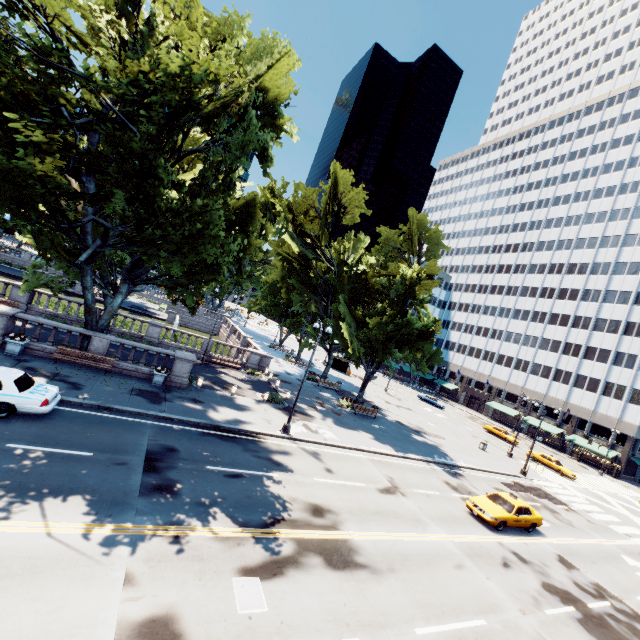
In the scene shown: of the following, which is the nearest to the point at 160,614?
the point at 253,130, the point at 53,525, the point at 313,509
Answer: the point at 53,525

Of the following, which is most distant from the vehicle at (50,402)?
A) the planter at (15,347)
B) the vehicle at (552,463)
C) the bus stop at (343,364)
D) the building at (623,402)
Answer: the building at (623,402)

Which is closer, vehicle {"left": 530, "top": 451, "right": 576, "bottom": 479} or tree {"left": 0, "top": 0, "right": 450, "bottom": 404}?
tree {"left": 0, "top": 0, "right": 450, "bottom": 404}

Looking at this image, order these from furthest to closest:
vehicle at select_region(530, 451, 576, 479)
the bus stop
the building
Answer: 1. the bus stop
2. the building
3. vehicle at select_region(530, 451, 576, 479)

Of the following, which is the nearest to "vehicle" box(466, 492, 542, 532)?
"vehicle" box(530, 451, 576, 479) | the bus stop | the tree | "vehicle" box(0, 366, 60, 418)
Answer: the tree

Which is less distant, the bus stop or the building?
the building

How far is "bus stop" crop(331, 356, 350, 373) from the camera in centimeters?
5756cm

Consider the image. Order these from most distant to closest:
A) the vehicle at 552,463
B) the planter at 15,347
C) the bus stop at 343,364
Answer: the bus stop at 343,364, the vehicle at 552,463, the planter at 15,347
